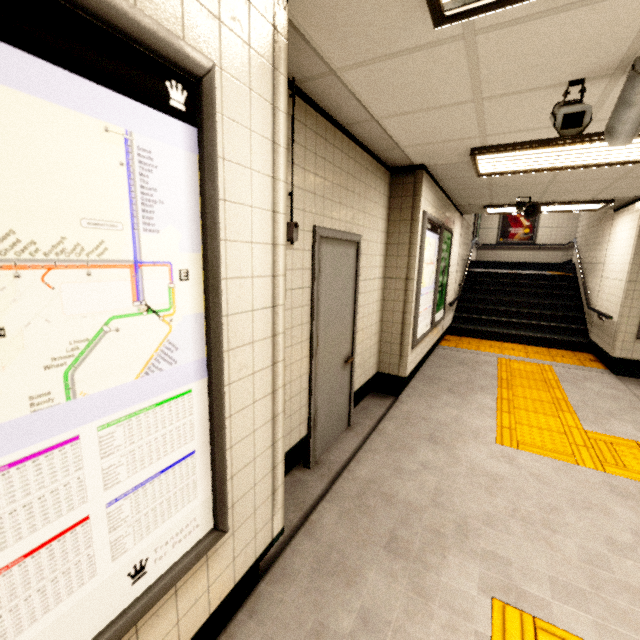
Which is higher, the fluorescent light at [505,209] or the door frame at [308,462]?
the fluorescent light at [505,209]

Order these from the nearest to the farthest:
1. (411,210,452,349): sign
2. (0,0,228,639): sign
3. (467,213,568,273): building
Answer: (0,0,228,639): sign → (411,210,452,349): sign → (467,213,568,273): building

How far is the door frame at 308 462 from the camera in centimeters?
256cm

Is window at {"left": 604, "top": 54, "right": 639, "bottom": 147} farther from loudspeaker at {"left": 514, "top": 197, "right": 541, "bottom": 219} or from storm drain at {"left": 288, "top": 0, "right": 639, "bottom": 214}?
loudspeaker at {"left": 514, "top": 197, "right": 541, "bottom": 219}

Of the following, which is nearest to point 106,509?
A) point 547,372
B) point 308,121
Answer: point 308,121

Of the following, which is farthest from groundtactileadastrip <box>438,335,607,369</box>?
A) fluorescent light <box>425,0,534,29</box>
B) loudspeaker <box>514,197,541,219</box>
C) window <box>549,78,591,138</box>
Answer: fluorescent light <box>425,0,534,29</box>

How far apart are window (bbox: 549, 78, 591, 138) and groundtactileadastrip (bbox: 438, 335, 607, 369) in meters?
5.3 m

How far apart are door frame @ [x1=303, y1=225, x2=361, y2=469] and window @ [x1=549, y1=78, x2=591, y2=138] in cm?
162
